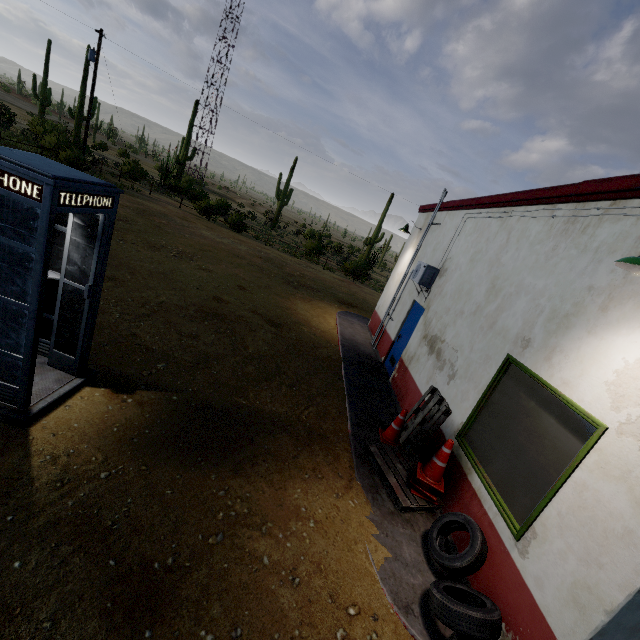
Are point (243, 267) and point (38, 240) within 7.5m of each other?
no

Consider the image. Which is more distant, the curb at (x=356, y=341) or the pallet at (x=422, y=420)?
the pallet at (x=422, y=420)

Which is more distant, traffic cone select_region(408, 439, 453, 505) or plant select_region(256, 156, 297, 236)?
plant select_region(256, 156, 297, 236)

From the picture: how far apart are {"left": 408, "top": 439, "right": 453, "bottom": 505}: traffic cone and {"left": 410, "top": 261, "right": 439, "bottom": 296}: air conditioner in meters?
4.4

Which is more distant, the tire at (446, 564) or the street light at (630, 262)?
the tire at (446, 564)

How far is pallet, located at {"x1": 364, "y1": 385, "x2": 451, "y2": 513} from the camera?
4.7m

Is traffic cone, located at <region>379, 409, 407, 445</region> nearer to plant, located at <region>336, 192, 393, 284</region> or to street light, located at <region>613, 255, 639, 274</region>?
street light, located at <region>613, 255, 639, 274</region>

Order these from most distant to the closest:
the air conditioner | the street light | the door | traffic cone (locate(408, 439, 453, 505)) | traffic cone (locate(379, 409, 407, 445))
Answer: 1. the door
2. the air conditioner
3. traffic cone (locate(379, 409, 407, 445))
4. traffic cone (locate(408, 439, 453, 505))
5. the street light
